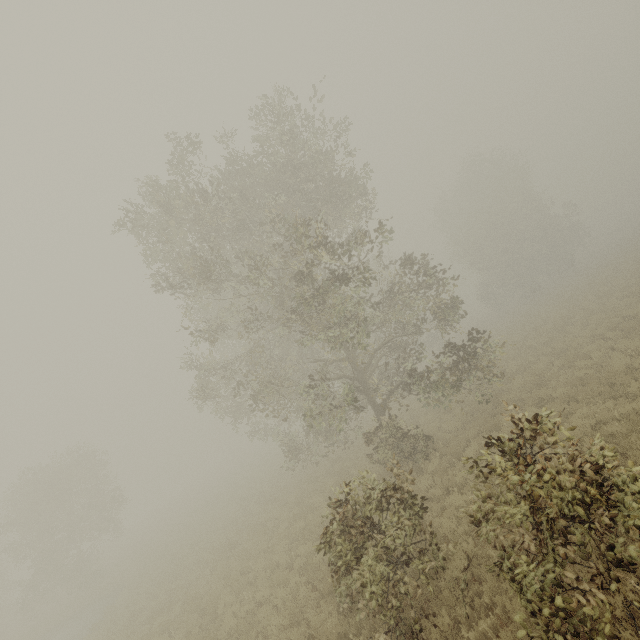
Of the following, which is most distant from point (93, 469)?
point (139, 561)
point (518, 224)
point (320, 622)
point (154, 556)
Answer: point (518, 224)
